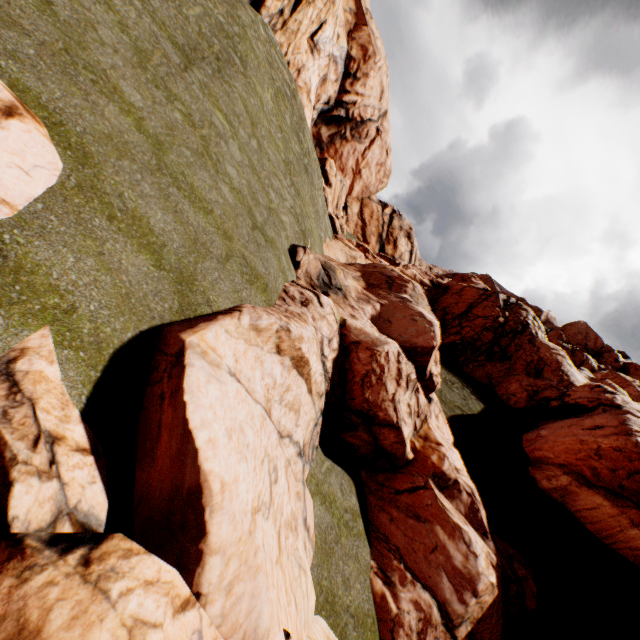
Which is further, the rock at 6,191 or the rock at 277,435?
the rock at 6,191

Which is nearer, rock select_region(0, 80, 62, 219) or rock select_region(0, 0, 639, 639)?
rock select_region(0, 0, 639, 639)

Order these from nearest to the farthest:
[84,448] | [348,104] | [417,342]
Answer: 1. [84,448]
2. [417,342]
3. [348,104]
